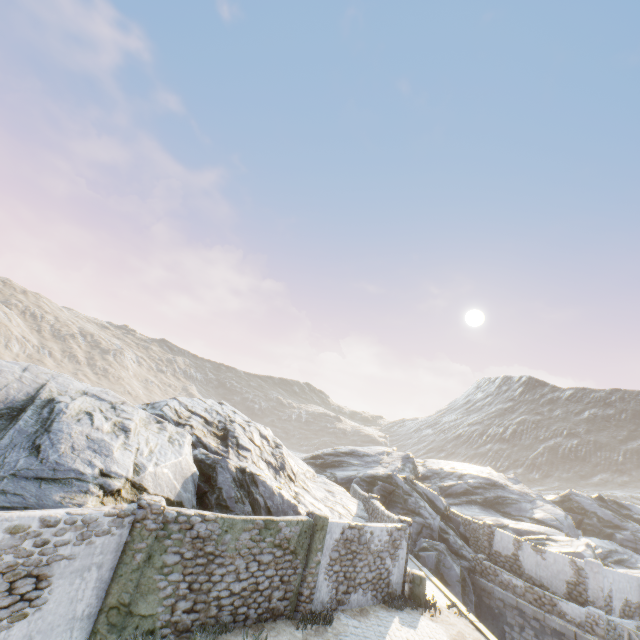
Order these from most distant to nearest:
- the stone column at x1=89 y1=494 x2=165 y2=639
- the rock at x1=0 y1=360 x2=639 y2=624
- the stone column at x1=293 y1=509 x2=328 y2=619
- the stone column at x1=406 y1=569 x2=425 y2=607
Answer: the stone column at x1=406 y1=569 x2=425 y2=607
the stone column at x1=293 y1=509 x2=328 y2=619
the rock at x1=0 y1=360 x2=639 y2=624
the stone column at x1=89 y1=494 x2=165 y2=639

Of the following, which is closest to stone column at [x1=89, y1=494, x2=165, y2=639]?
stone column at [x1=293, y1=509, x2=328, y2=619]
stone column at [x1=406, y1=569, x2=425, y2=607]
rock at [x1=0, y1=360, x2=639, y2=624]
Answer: rock at [x1=0, y1=360, x2=639, y2=624]

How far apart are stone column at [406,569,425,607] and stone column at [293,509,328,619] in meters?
5.1

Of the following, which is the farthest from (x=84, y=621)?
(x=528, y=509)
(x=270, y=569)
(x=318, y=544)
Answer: (x=528, y=509)

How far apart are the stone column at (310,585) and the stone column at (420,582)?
5.12m

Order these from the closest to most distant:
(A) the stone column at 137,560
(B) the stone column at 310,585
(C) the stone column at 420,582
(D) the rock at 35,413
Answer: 1. (A) the stone column at 137,560
2. (D) the rock at 35,413
3. (B) the stone column at 310,585
4. (C) the stone column at 420,582

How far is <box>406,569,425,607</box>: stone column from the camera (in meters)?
14.45

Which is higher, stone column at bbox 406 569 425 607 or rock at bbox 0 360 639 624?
rock at bbox 0 360 639 624
